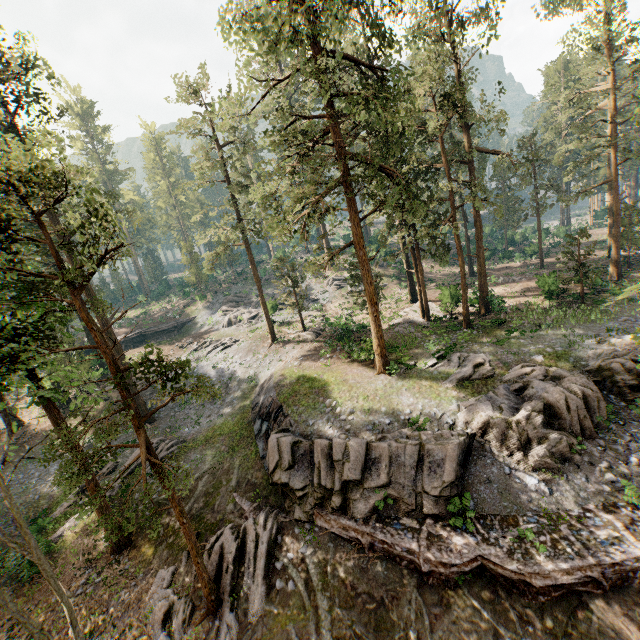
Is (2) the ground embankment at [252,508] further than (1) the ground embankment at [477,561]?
Yes

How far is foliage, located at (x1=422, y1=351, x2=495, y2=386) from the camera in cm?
1942

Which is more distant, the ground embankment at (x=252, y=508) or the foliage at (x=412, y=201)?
the ground embankment at (x=252, y=508)

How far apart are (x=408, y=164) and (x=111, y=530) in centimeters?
3026cm

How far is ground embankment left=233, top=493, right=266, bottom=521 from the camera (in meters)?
17.31

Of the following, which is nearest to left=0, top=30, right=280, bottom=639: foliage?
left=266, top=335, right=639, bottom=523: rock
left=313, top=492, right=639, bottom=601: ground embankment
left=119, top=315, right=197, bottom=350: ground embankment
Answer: left=266, top=335, right=639, bottom=523: rock

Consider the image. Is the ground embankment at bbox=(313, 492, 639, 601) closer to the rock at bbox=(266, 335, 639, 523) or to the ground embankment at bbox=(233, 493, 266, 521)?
the rock at bbox=(266, 335, 639, 523)

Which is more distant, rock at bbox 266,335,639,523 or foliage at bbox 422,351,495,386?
foliage at bbox 422,351,495,386
